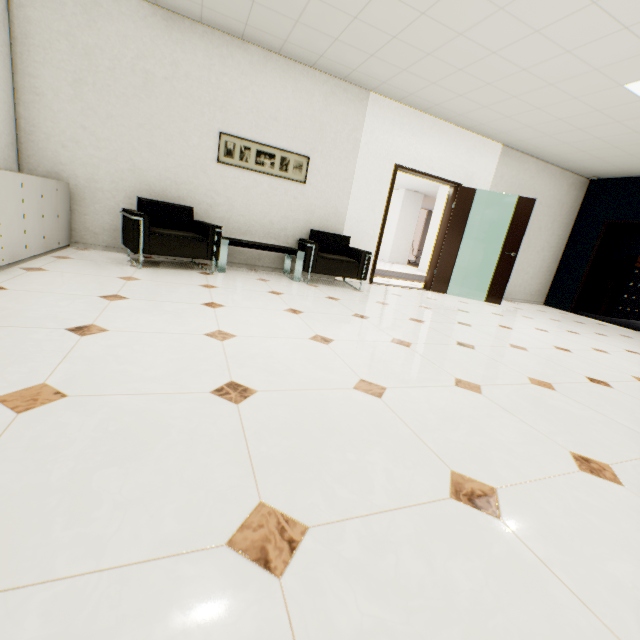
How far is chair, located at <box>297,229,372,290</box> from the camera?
4.7 meters

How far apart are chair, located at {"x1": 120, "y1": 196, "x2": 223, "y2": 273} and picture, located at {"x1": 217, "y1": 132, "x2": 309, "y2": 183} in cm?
77

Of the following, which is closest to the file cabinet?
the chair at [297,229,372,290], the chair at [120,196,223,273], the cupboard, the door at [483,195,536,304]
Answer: the door at [483,195,536,304]

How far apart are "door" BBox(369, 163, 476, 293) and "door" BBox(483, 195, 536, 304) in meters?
0.7 m

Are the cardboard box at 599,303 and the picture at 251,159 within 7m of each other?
no

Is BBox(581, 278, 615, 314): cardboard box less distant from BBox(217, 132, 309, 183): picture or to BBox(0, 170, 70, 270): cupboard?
BBox(217, 132, 309, 183): picture

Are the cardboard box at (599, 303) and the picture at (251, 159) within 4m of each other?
no

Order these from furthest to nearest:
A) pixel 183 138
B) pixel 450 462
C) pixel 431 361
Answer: pixel 183 138 < pixel 431 361 < pixel 450 462
